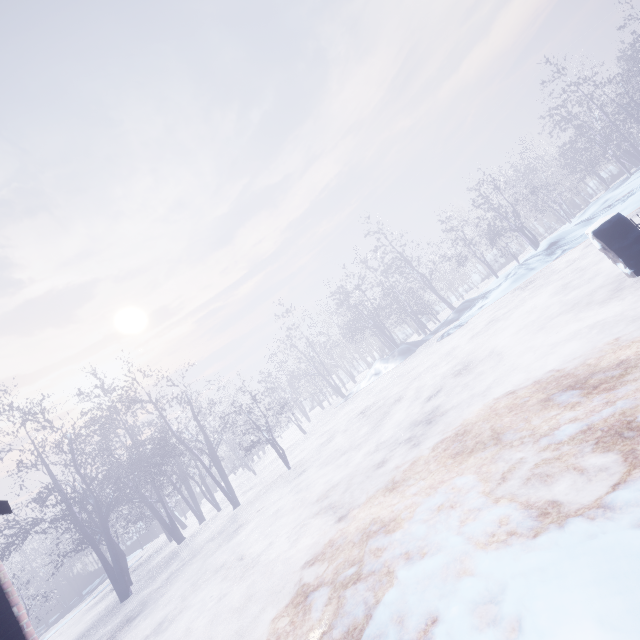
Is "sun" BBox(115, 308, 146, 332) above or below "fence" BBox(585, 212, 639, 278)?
above

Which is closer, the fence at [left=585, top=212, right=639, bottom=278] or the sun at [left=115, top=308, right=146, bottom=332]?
the fence at [left=585, top=212, right=639, bottom=278]

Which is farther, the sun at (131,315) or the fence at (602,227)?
the sun at (131,315)

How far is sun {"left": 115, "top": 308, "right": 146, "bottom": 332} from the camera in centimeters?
5003cm

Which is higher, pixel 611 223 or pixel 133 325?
pixel 133 325

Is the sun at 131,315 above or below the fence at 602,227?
above
